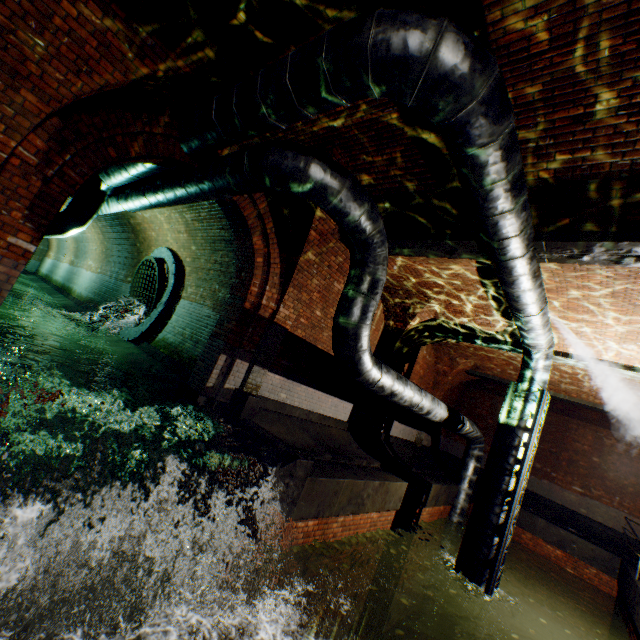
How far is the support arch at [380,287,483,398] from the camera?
9.2 meters

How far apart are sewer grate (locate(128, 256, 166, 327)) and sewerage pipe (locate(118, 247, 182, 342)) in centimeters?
1cm

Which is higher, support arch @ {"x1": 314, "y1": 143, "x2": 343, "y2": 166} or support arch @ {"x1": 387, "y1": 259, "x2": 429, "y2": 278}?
support arch @ {"x1": 314, "y1": 143, "x2": 343, "y2": 166}

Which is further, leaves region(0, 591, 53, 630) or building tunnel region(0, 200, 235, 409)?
building tunnel region(0, 200, 235, 409)

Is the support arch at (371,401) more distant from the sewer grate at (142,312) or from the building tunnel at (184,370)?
the sewer grate at (142,312)

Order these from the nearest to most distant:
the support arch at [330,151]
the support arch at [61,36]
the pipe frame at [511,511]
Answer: the support arch at [61,36]
the support arch at [330,151]
the pipe frame at [511,511]

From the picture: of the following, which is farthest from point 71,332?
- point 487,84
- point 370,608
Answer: point 487,84

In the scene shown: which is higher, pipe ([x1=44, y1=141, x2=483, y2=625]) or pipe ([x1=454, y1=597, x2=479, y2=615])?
pipe ([x1=44, y1=141, x2=483, y2=625])
